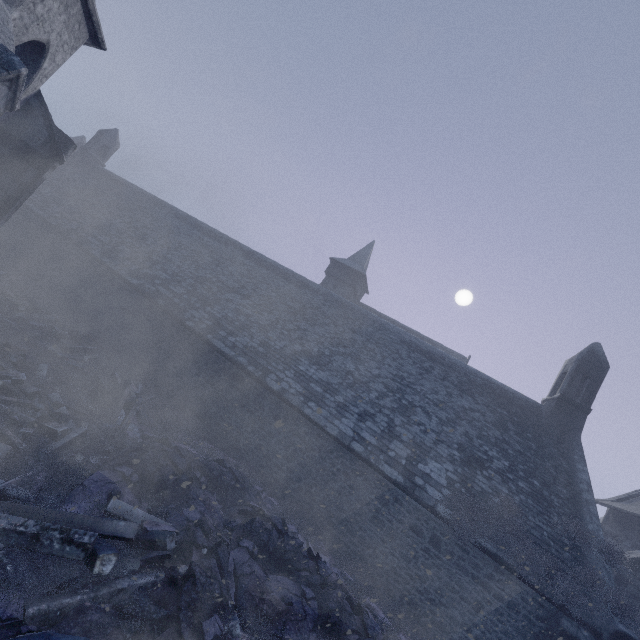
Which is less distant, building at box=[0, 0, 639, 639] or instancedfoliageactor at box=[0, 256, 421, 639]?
instancedfoliageactor at box=[0, 256, 421, 639]

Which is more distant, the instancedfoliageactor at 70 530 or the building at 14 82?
the building at 14 82

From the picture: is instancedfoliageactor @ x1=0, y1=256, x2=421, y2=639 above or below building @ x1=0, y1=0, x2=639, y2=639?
below

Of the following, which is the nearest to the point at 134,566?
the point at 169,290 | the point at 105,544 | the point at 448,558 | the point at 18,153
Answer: the point at 105,544

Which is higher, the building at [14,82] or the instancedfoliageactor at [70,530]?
the building at [14,82]
